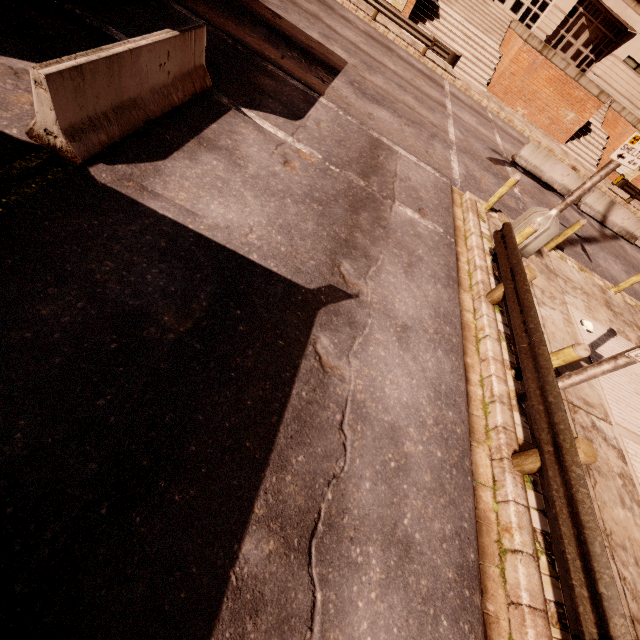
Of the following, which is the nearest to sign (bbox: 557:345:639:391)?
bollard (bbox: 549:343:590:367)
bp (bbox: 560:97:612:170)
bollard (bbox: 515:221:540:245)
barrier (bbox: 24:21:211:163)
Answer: bollard (bbox: 549:343:590:367)

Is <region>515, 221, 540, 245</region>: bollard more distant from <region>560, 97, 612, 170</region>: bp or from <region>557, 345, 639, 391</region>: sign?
<region>560, 97, 612, 170</region>: bp

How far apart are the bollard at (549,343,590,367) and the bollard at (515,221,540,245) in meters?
3.3

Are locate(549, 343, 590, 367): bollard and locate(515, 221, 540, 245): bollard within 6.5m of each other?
yes

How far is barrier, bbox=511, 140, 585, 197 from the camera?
14.85m

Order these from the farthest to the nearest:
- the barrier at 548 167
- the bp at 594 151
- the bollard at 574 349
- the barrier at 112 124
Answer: the bp at 594 151 < the barrier at 548 167 < the bollard at 574 349 < the barrier at 112 124

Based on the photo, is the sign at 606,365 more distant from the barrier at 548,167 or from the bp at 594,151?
the bp at 594,151

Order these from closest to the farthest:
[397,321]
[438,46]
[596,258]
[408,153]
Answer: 1. [397,321]
2. [408,153]
3. [596,258]
4. [438,46]
